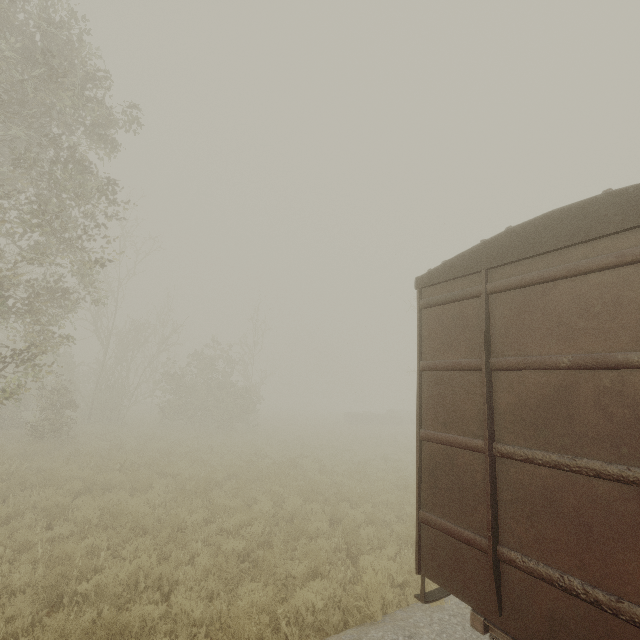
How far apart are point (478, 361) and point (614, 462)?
1.4m

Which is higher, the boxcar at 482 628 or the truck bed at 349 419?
the boxcar at 482 628

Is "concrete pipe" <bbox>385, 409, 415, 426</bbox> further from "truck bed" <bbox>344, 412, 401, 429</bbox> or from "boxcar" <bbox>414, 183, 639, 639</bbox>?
"boxcar" <bbox>414, 183, 639, 639</bbox>

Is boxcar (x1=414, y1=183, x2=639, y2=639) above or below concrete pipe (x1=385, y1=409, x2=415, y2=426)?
above

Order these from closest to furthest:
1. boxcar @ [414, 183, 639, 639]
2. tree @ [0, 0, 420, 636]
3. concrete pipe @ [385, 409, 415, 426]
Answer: boxcar @ [414, 183, 639, 639] → tree @ [0, 0, 420, 636] → concrete pipe @ [385, 409, 415, 426]

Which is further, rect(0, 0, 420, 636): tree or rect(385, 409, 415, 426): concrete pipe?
rect(385, 409, 415, 426): concrete pipe

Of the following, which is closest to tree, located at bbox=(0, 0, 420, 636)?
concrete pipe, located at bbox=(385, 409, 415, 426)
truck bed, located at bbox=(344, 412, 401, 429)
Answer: truck bed, located at bbox=(344, 412, 401, 429)

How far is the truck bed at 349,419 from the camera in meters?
34.0 m
